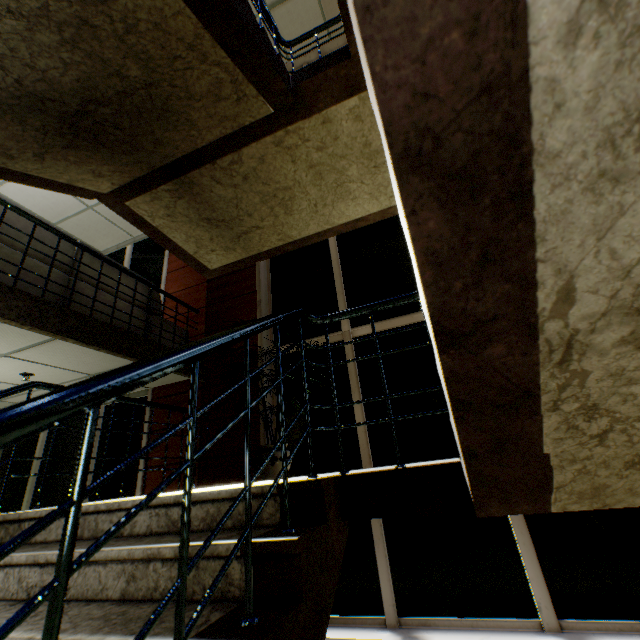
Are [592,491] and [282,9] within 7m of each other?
no

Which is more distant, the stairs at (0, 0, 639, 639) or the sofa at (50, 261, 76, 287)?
the sofa at (50, 261, 76, 287)

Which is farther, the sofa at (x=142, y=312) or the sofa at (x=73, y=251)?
the sofa at (x=142, y=312)

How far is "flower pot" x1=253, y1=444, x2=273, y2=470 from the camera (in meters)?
3.36

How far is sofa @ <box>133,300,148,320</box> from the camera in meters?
4.4 m

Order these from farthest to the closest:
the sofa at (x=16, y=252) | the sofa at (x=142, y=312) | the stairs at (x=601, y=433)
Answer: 1. the sofa at (x=142, y=312)
2. the sofa at (x=16, y=252)
3. the stairs at (x=601, y=433)

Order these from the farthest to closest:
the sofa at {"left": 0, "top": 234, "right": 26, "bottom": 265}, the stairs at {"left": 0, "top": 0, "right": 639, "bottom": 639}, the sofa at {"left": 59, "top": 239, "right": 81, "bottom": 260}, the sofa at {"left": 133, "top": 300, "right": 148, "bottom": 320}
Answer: the sofa at {"left": 133, "top": 300, "right": 148, "bottom": 320} → the sofa at {"left": 59, "top": 239, "right": 81, "bottom": 260} → the sofa at {"left": 0, "top": 234, "right": 26, "bottom": 265} → the stairs at {"left": 0, "top": 0, "right": 639, "bottom": 639}
